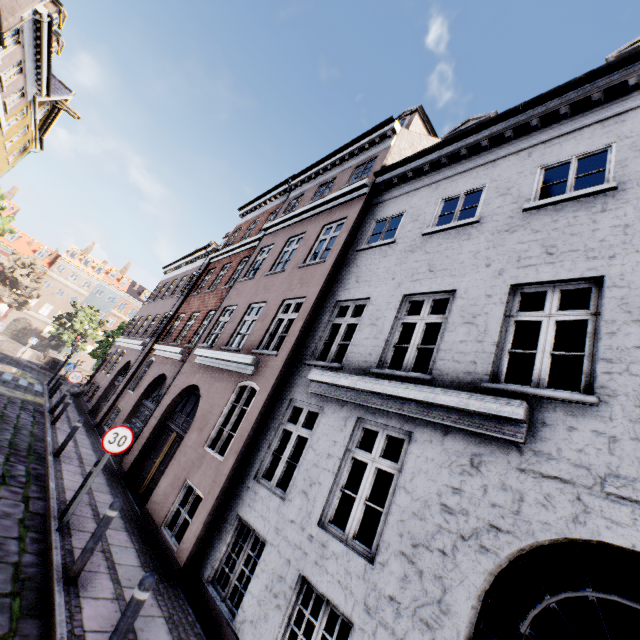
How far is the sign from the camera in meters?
6.2 m

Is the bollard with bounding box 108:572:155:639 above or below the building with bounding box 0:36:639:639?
below

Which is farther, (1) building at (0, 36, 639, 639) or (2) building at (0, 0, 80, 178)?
(2) building at (0, 0, 80, 178)

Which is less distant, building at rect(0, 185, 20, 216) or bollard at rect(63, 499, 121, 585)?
bollard at rect(63, 499, 121, 585)

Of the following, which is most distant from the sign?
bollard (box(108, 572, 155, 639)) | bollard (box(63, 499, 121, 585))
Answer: bollard (box(108, 572, 155, 639))

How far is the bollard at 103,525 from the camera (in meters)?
4.60

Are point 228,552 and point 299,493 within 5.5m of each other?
yes

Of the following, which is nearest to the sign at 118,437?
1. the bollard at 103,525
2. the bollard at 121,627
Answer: the bollard at 103,525
